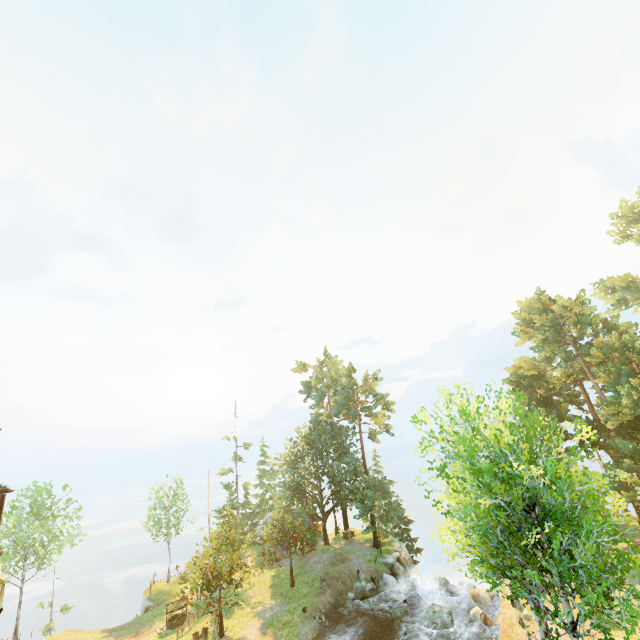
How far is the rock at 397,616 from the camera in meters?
26.9

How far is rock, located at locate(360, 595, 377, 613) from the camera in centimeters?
2811cm

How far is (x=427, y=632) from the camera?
23.6 meters

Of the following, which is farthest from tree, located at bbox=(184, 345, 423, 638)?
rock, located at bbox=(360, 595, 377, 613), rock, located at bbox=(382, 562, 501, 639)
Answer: rock, located at bbox=(382, 562, 501, 639)

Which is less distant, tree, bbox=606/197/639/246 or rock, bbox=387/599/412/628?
rock, bbox=387/599/412/628

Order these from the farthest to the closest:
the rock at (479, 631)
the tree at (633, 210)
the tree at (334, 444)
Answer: the tree at (633, 210), the tree at (334, 444), the rock at (479, 631)
